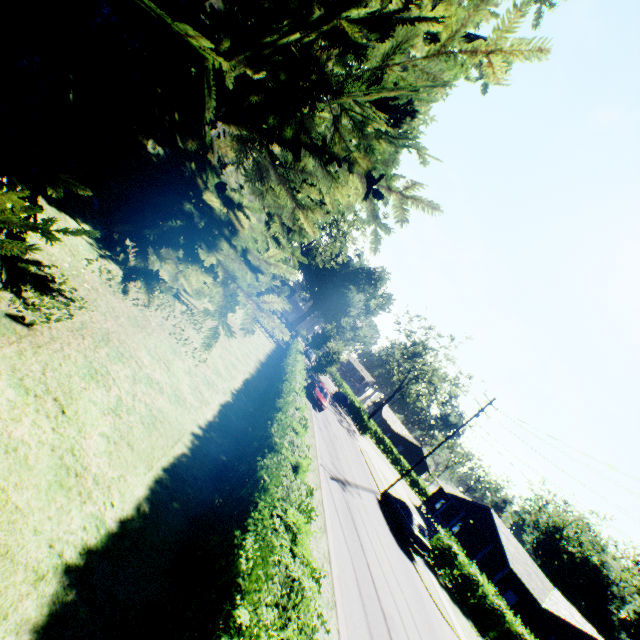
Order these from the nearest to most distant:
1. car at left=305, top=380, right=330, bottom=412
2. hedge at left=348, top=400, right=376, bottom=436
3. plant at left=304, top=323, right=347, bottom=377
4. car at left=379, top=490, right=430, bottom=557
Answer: car at left=379, top=490, right=430, bottom=557 → car at left=305, top=380, right=330, bottom=412 → plant at left=304, top=323, right=347, bottom=377 → hedge at left=348, top=400, right=376, bottom=436

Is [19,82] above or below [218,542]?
above

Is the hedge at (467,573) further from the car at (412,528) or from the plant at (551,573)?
the plant at (551,573)

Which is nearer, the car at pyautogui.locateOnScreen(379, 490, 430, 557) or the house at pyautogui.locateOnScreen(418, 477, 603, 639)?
the car at pyautogui.locateOnScreen(379, 490, 430, 557)

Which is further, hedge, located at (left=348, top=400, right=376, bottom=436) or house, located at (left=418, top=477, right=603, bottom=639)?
hedge, located at (left=348, top=400, right=376, bottom=436)

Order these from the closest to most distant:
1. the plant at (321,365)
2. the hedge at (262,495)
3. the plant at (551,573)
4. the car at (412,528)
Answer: the hedge at (262,495) < the car at (412,528) < the plant at (321,365) < the plant at (551,573)

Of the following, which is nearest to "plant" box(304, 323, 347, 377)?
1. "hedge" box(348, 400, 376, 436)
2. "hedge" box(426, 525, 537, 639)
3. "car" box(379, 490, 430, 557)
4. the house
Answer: "car" box(379, 490, 430, 557)

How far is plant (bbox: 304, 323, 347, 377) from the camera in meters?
29.9
